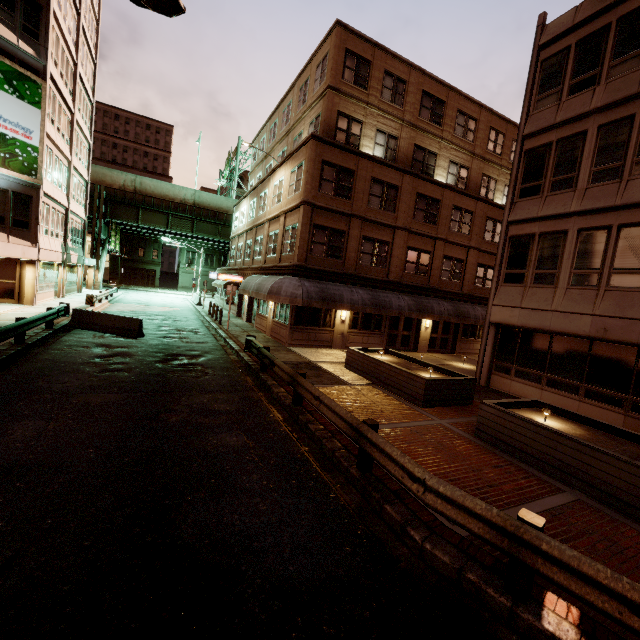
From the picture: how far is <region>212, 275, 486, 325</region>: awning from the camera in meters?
17.0 m

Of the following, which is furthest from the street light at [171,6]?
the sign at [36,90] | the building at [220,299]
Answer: the sign at [36,90]

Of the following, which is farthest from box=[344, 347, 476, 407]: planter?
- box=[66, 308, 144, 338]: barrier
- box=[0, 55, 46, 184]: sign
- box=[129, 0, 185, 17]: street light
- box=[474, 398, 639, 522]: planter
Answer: box=[0, 55, 46, 184]: sign

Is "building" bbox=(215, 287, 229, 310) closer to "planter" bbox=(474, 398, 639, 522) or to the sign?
"planter" bbox=(474, 398, 639, 522)

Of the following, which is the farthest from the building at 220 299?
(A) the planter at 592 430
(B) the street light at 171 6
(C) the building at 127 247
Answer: (C) the building at 127 247

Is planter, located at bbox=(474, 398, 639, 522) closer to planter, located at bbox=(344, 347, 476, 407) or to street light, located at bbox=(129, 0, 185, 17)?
planter, located at bbox=(344, 347, 476, 407)

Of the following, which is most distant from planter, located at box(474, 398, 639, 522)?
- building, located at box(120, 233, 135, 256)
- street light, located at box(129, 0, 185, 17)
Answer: building, located at box(120, 233, 135, 256)

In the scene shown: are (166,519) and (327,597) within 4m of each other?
yes
